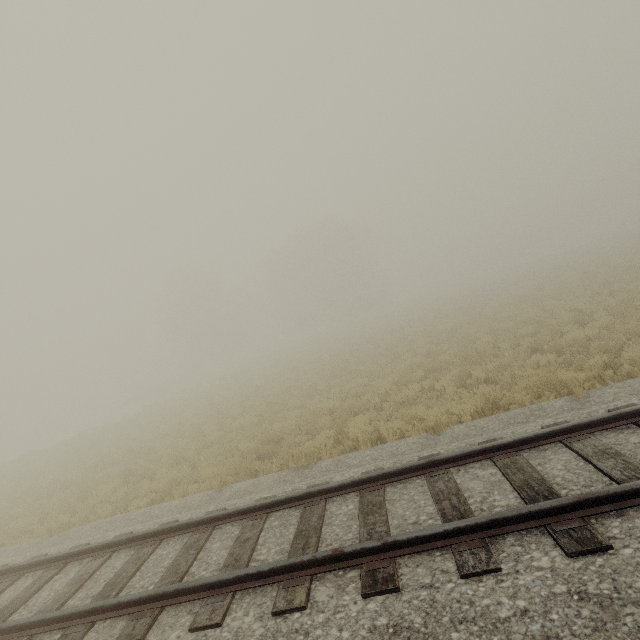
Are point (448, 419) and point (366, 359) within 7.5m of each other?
no
